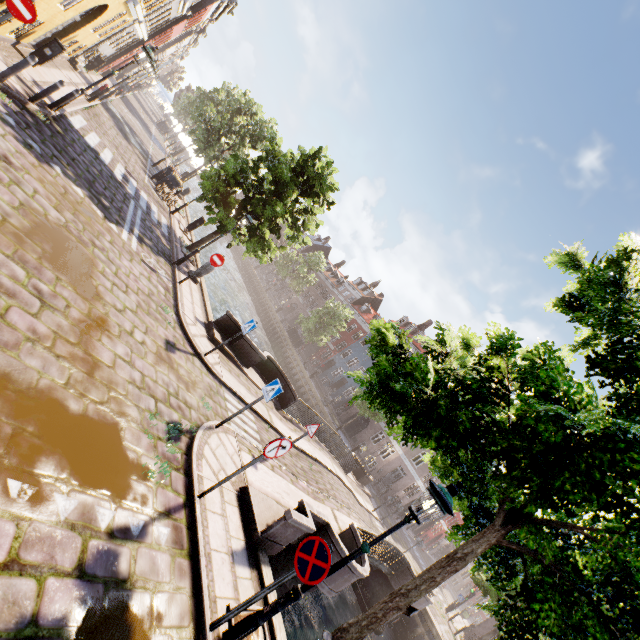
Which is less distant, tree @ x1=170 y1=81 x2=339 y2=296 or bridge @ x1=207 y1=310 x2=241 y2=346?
bridge @ x1=207 y1=310 x2=241 y2=346

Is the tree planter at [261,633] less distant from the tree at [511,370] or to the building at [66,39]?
the tree at [511,370]

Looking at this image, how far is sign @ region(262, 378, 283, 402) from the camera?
7.88m

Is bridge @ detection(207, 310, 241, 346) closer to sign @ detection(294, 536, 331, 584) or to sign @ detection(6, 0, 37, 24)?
sign @ detection(294, 536, 331, 584)

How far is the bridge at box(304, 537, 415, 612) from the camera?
8.5 meters

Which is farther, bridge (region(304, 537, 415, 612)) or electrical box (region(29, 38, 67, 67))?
electrical box (region(29, 38, 67, 67))

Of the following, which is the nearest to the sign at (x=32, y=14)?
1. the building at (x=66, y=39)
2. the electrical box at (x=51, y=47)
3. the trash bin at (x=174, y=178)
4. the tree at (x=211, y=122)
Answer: the building at (x=66, y=39)

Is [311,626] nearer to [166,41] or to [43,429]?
[43,429]
